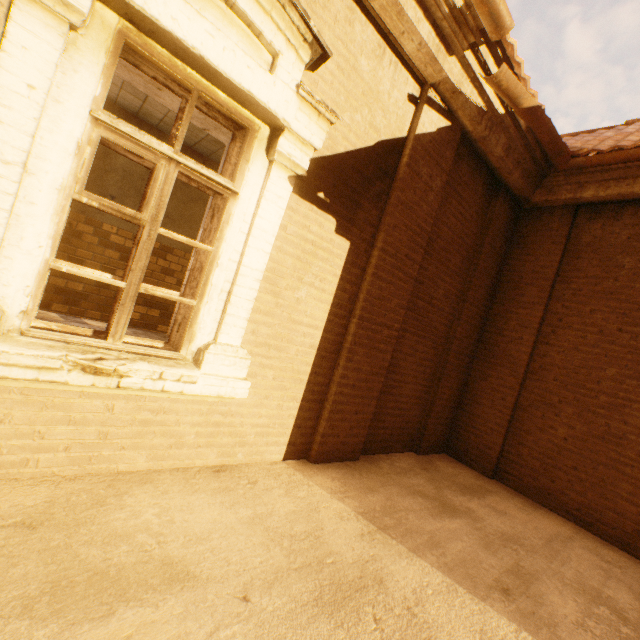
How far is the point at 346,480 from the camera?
3.26m
